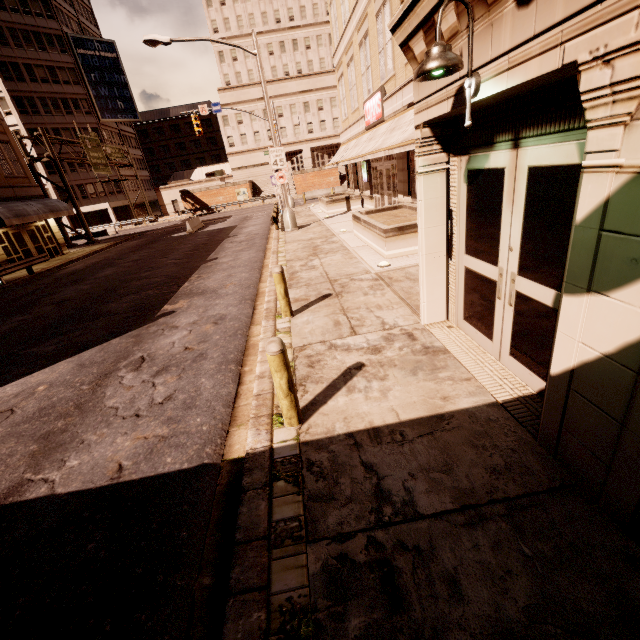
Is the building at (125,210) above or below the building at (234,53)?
below

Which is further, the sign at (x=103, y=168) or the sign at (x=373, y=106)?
the sign at (x=103, y=168)

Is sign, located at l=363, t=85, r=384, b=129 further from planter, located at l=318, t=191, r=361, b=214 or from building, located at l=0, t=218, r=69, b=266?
building, located at l=0, t=218, r=69, b=266

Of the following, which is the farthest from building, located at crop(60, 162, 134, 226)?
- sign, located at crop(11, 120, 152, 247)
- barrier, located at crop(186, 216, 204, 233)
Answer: barrier, located at crop(186, 216, 204, 233)

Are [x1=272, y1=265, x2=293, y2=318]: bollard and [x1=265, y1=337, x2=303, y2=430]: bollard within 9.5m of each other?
yes

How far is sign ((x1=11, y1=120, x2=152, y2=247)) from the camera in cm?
2875

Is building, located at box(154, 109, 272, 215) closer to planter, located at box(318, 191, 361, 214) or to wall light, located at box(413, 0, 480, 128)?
planter, located at box(318, 191, 361, 214)

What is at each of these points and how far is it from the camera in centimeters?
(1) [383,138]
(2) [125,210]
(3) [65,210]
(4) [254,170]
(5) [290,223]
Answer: (1) awning, 1352cm
(2) building, 5497cm
(3) awning, 2562cm
(4) building, 5784cm
(5) street light, 1866cm
